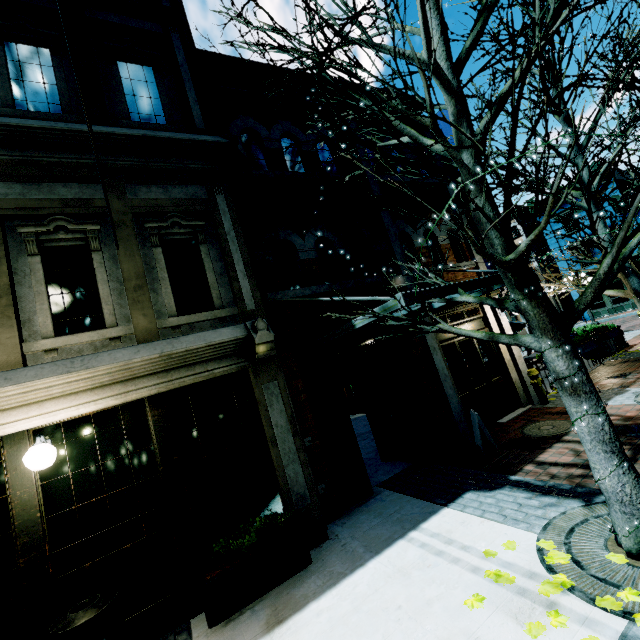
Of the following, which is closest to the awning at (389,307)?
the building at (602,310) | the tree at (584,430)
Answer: the tree at (584,430)

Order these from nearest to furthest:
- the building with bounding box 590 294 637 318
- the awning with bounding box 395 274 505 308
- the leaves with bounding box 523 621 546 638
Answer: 1. the leaves with bounding box 523 621 546 638
2. the awning with bounding box 395 274 505 308
3. the building with bounding box 590 294 637 318

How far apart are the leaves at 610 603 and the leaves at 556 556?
0.49m

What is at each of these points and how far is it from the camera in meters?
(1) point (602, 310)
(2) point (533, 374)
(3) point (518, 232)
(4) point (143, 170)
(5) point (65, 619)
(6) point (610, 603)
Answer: (1) building, 26.1 m
(2) fire hydrant, 8.6 m
(3) building, 29.8 m
(4) building, 5.5 m
(5) garbage, 3.4 m
(6) leaves, 2.7 m

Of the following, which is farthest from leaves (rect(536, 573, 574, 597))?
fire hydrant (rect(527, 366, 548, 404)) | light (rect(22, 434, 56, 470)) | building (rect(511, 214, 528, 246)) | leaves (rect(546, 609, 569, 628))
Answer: building (rect(511, 214, 528, 246))

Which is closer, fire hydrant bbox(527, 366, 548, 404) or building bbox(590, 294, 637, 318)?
fire hydrant bbox(527, 366, 548, 404)

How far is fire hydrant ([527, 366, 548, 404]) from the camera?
8.5 meters

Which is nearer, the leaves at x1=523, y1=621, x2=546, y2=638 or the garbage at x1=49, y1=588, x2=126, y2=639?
the leaves at x1=523, y1=621, x2=546, y2=638
